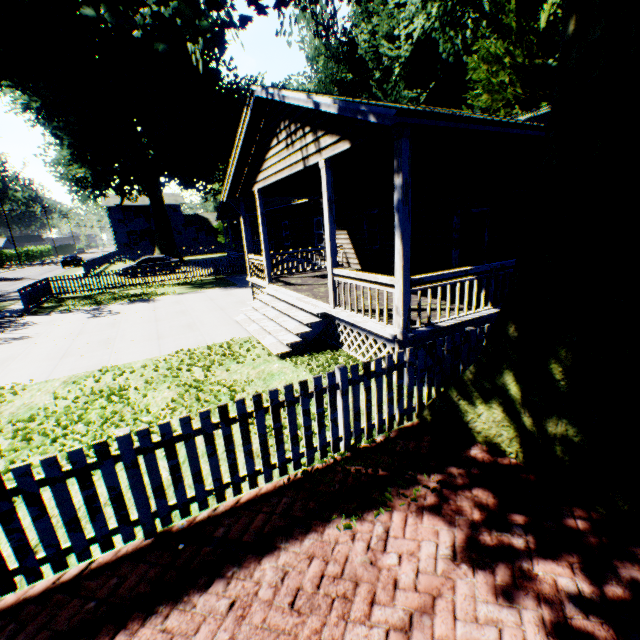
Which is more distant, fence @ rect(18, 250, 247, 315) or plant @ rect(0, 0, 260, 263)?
Result: fence @ rect(18, 250, 247, 315)

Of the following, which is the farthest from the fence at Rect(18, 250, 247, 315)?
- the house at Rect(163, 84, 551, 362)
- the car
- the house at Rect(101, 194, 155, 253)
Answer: the car

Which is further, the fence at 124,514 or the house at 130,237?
the house at 130,237

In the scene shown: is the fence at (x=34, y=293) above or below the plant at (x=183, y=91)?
below

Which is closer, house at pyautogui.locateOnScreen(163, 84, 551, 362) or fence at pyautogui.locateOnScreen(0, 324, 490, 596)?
fence at pyautogui.locateOnScreen(0, 324, 490, 596)

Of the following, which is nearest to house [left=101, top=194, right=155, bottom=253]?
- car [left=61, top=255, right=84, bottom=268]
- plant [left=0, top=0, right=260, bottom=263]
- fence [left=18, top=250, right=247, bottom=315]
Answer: fence [left=18, top=250, right=247, bottom=315]

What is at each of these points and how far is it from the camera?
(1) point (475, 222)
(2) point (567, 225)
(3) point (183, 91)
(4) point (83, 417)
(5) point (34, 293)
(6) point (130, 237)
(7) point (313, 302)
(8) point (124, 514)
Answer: (1) plant, 16.8m
(2) plant, 3.2m
(3) plant, 25.9m
(4) plant, 5.8m
(5) fence, 16.4m
(6) house, 49.4m
(7) house, 8.9m
(8) fence, 3.3m

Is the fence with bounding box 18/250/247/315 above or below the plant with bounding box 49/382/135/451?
above
